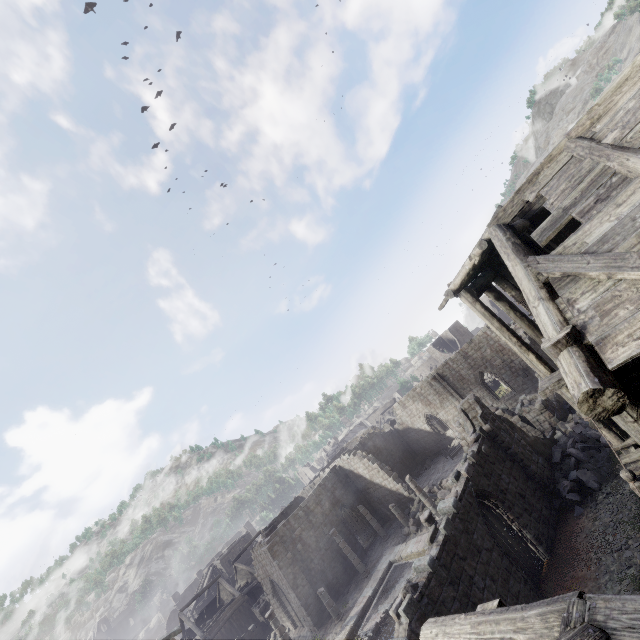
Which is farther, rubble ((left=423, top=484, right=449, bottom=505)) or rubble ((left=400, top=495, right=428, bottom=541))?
rubble ((left=423, top=484, right=449, bottom=505))

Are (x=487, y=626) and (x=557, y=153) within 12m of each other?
yes

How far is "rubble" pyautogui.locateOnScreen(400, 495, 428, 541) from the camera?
23.9m

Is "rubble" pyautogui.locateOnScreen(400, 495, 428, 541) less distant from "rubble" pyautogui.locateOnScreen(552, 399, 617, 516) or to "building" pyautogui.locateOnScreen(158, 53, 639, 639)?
"building" pyautogui.locateOnScreen(158, 53, 639, 639)

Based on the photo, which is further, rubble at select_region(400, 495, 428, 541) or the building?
Result: rubble at select_region(400, 495, 428, 541)

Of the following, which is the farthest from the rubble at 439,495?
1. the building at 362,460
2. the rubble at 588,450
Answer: the rubble at 588,450

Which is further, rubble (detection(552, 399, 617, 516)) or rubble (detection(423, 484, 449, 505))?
rubble (detection(423, 484, 449, 505))

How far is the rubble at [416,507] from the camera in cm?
2389
